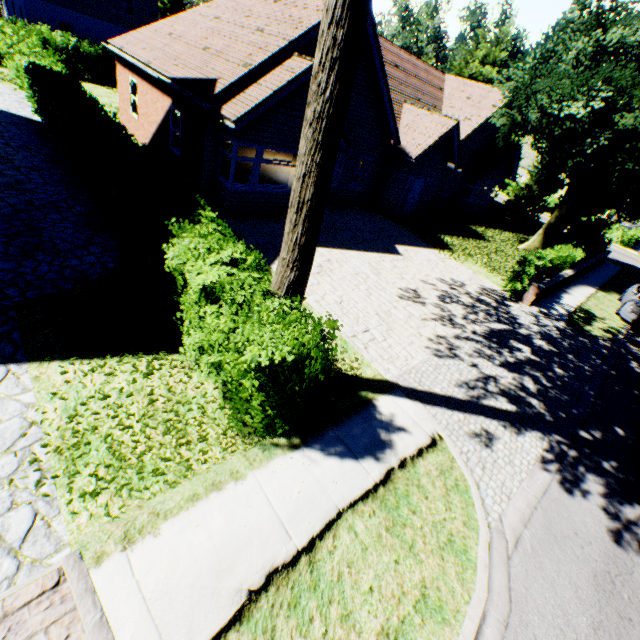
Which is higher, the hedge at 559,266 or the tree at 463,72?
the tree at 463,72

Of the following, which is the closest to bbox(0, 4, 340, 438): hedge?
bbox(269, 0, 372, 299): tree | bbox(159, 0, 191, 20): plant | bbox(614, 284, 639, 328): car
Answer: bbox(269, 0, 372, 299): tree

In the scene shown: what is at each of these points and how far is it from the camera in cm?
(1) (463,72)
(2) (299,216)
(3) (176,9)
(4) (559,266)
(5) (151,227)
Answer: (1) tree, 2847
(2) tree, 464
(3) plant, 4850
(4) hedge, 1548
(5) hedge, 577

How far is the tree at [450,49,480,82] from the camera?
28.0m

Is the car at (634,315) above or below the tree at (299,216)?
below

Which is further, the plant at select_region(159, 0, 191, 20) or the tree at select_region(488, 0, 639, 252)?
the plant at select_region(159, 0, 191, 20)

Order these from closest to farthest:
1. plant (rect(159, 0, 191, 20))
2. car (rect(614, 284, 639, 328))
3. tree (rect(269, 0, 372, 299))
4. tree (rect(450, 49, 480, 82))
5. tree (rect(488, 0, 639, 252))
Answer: tree (rect(269, 0, 372, 299)) → tree (rect(488, 0, 639, 252)) → car (rect(614, 284, 639, 328)) → tree (rect(450, 49, 480, 82)) → plant (rect(159, 0, 191, 20))

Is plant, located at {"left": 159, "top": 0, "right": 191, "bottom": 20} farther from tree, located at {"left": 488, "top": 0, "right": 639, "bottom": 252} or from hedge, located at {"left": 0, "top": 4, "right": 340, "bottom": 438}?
hedge, located at {"left": 0, "top": 4, "right": 340, "bottom": 438}
